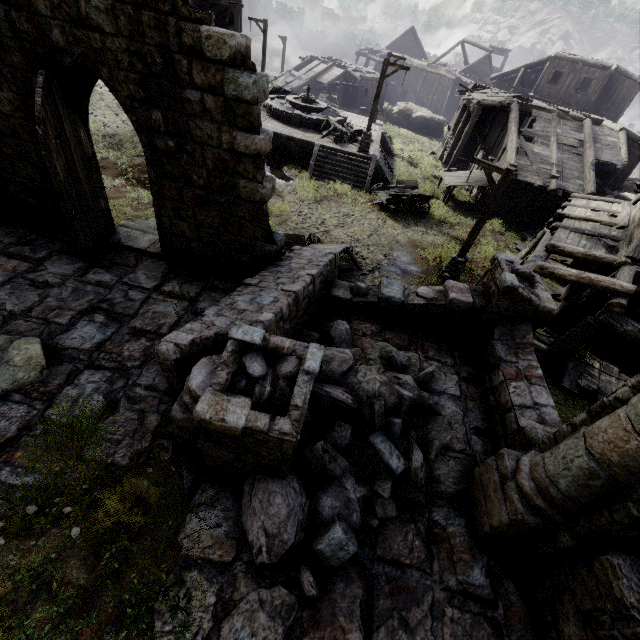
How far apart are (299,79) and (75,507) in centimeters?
4550cm

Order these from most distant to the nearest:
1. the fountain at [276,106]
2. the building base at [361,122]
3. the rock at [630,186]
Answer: the rock at [630,186] < the building base at [361,122] < the fountain at [276,106]

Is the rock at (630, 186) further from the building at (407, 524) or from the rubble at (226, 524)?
the rubble at (226, 524)

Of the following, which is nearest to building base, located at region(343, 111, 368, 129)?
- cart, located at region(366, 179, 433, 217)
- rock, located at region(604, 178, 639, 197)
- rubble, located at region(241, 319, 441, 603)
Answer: cart, located at region(366, 179, 433, 217)

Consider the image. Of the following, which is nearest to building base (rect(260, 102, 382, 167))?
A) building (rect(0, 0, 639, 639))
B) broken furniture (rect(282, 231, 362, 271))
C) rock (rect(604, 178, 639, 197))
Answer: building (rect(0, 0, 639, 639))

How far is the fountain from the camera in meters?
22.0

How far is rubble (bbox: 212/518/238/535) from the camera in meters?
4.5

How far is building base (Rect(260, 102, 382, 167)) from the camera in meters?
20.1
